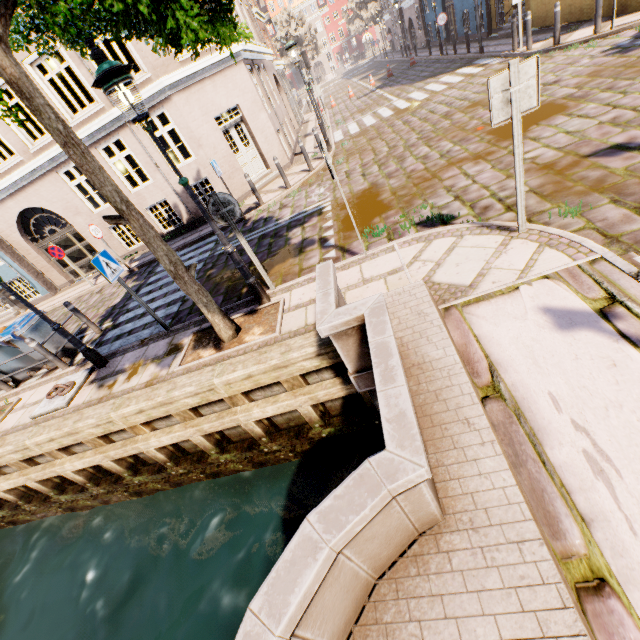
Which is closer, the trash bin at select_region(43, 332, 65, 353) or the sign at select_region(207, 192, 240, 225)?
the sign at select_region(207, 192, 240, 225)

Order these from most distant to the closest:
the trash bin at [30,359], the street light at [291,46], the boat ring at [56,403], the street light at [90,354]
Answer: the street light at [291,46] → the trash bin at [30,359] → the boat ring at [56,403] → the street light at [90,354]

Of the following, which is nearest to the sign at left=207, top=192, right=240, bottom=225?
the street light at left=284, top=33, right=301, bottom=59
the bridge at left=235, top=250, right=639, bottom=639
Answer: the street light at left=284, top=33, right=301, bottom=59

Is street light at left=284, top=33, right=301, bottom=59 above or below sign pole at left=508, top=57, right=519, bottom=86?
above

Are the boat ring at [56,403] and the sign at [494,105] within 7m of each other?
no

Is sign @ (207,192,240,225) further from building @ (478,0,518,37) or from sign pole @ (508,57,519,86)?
building @ (478,0,518,37)

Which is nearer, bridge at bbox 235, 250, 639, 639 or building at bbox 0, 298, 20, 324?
bridge at bbox 235, 250, 639, 639

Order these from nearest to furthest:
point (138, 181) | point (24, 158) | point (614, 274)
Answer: point (614, 274) → point (24, 158) → point (138, 181)
